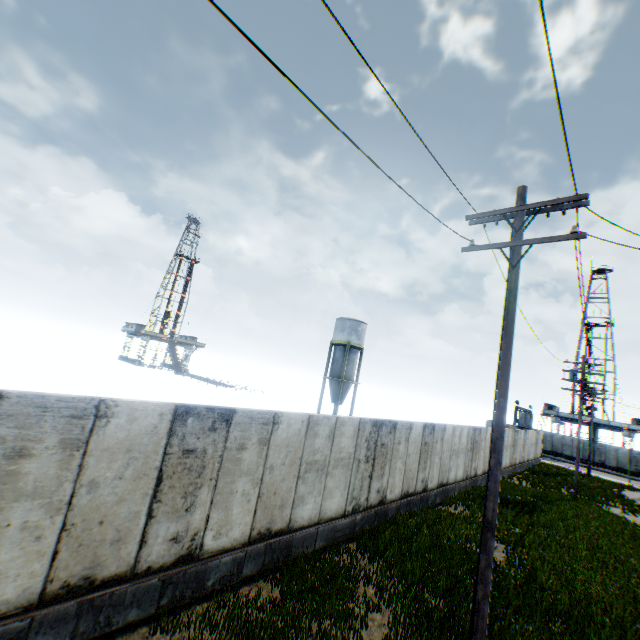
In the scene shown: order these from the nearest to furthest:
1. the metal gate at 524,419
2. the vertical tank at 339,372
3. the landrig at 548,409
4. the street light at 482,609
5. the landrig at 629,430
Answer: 1. the street light at 482,609
2. the vertical tank at 339,372
3. the metal gate at 524,419
4. the landrig at 629,430
5. the landrig at 548,409

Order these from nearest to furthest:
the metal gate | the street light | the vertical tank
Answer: the street light → the vertical tank → the metal gate

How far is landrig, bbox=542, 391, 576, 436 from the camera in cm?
5552

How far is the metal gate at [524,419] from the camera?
43.1 meters

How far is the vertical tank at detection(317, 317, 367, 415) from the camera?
39.1 meters

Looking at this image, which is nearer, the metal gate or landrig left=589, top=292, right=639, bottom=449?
the metal gate

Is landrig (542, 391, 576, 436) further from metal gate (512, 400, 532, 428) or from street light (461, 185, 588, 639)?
street light (461, 185, 588, 639)

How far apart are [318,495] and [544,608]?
6.4 meters
